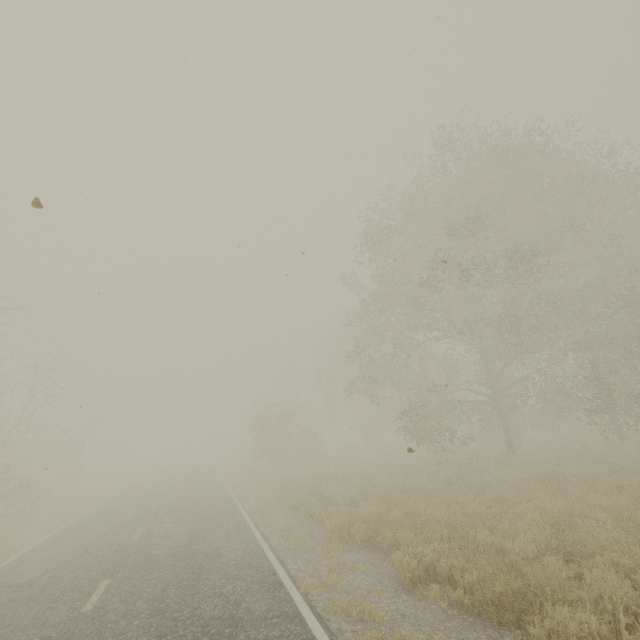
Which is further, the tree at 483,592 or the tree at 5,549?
the tree at 5,549

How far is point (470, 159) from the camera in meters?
17.8

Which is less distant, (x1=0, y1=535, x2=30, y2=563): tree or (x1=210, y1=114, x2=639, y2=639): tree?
(x1=210, y1=114, x2=639, y2=639): tree
